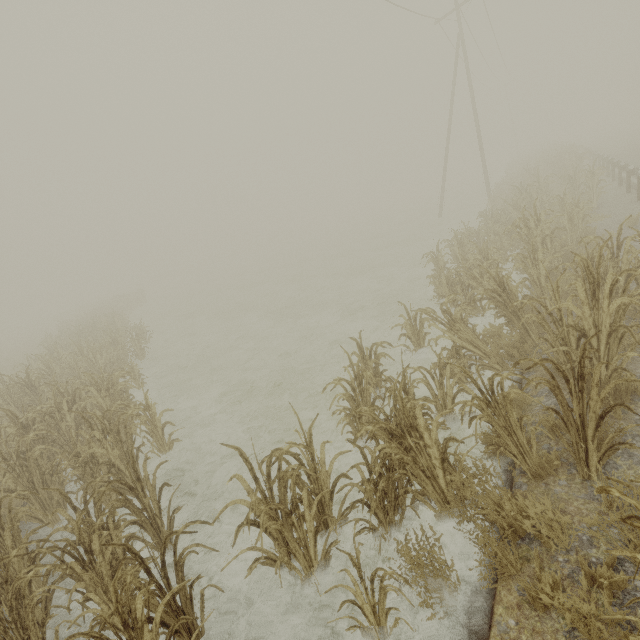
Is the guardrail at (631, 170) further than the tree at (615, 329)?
Yes

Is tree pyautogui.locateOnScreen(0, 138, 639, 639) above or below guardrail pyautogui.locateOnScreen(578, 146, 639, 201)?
below

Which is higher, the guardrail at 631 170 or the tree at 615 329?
the guardrail at 631 170

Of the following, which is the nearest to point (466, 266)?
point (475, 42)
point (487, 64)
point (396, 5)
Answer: point (396, 5)

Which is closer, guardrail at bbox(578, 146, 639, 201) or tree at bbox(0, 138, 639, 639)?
tree at bbox(0, 138, 639, 639)
